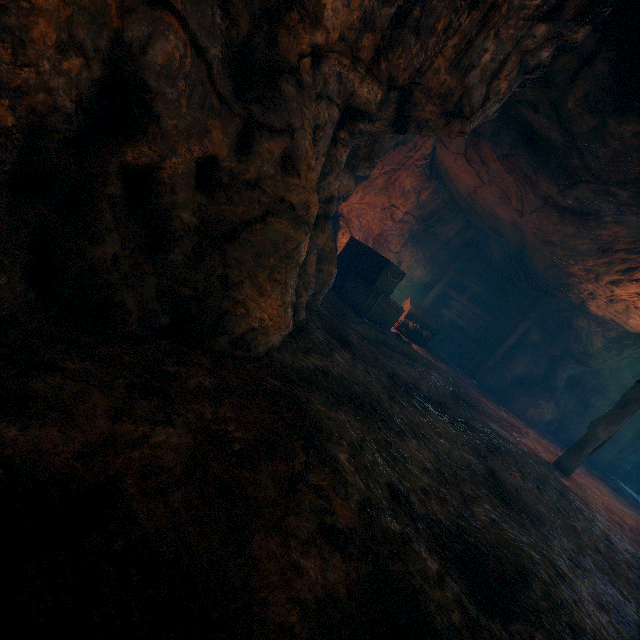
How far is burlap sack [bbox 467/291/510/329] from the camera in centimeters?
1439cm

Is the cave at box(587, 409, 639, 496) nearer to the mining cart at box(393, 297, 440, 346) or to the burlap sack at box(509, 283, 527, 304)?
the burlap sack at box(509, 283, 527, 304)

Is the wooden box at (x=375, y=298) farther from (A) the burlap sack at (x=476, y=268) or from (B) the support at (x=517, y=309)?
(B) the support at (x=517, y=309)

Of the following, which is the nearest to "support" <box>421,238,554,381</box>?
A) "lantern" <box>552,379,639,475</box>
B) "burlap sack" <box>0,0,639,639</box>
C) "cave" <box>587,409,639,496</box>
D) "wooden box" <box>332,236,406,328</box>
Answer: "burlap sack" <box>0,0,639,639</box>

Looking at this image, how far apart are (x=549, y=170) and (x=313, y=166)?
5.4m

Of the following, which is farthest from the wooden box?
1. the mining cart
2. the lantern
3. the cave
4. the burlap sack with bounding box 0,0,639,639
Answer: the cave

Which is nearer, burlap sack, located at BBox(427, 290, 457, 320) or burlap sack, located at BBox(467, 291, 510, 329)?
burlap sack, located at BBox(467, 291, 510, 329)

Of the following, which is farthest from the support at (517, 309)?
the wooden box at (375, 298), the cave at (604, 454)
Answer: the cave at (604, 454)
